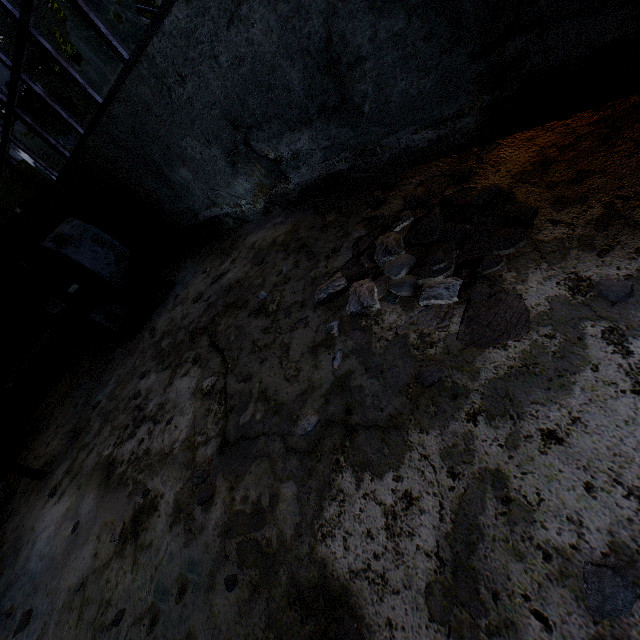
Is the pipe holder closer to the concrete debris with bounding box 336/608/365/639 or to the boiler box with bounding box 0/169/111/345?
the boiler box with bounding box 0/169/111/345

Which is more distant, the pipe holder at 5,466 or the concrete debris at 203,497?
the pipe holder at 5,466

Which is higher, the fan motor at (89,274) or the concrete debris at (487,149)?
A: the fan motor at (89,274)

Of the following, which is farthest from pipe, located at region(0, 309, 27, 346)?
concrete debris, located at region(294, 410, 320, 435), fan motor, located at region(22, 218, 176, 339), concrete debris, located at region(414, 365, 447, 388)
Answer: concrete debris, located at region(294, 410, 320, 435)

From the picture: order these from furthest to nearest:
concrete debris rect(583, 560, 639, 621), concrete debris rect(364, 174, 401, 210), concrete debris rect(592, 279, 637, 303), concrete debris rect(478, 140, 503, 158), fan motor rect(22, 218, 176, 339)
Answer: fan motor rect(22, 218, 176, 339), concrete debris rect(364, 174, 401, 210), concrete debris rect(478, 140, 503, 158), concrete debris rect(592, 279, 637, 303), concrete debris rect(583, 560, 639, 621)

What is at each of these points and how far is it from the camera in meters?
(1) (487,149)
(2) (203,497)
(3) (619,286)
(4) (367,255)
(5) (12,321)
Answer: (1) concrete debris, 3.2 m
(2) concrete debris, 2.5 m
(3) concrete debris, 1.7 m
(4) concrete debris, 3.2 m
(5) pipe, 11.8 m

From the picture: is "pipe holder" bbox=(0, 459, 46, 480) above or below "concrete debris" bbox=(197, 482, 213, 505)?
above

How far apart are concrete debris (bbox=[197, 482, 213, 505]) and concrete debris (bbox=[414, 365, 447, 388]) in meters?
1.8
